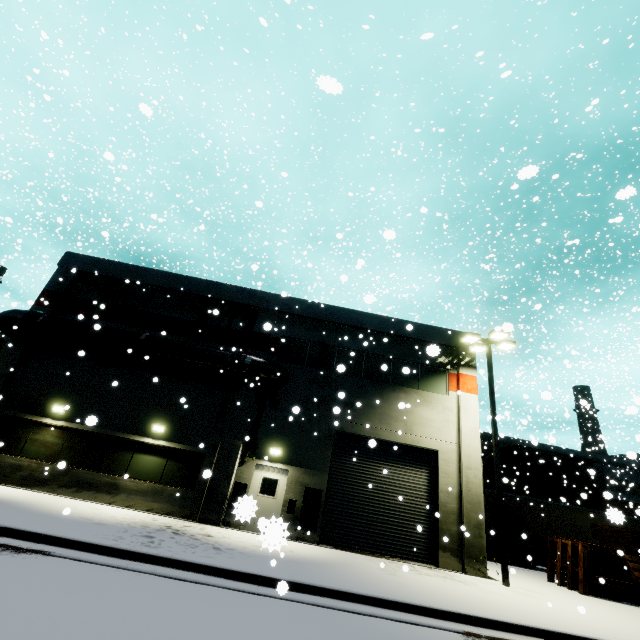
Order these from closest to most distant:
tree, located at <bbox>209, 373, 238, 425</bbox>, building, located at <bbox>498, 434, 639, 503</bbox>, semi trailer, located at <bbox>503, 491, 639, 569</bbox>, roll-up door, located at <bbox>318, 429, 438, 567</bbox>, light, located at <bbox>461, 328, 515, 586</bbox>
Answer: light, located at <bbox>461, 328, 515, 586</bbox>, roll-up door, located at <bbox>318, 429, 438, 567</bbox>, tree, located at <bbox>209, 373, 238, 425</bbox>, semi trailer, located at <bbox>503, 491, 639, 569</bbox>, building, located at <bbox>498, 434, 639, 503</bbox>

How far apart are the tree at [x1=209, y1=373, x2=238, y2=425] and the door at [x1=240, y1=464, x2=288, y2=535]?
2.3m

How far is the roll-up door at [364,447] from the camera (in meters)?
13.48

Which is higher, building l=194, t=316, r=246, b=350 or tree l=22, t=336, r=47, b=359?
building l=194, t=316, r=246, b=350

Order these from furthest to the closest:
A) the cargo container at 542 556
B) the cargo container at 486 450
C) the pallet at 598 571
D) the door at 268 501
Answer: the cargo container at 486 450
the cargo container at 542 556
the pallet at 598 571
the door at 268 501

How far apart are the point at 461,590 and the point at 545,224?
12.5m

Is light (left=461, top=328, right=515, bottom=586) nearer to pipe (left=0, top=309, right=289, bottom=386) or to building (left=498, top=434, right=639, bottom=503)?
building (left=498, top=434, right=639, bottom=503)

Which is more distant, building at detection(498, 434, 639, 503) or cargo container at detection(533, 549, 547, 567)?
building at detection(498, 434, 639, 503)
